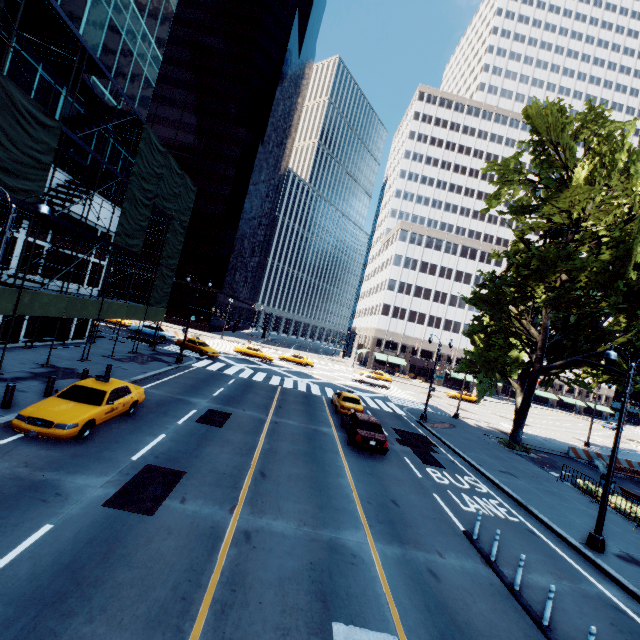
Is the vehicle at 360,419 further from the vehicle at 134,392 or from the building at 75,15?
the building at 75,15

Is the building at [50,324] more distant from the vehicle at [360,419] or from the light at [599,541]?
the light at [599,541]

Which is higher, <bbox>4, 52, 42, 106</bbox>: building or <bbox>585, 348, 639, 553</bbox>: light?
<bbox>4, 52, 42, 106</bbox>: building

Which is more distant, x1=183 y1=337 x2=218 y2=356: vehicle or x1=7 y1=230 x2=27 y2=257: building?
x1=183 y1=337 x2=218 y2=356: vehicle

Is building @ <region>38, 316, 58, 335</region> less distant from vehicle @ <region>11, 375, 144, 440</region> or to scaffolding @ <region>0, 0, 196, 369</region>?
scaffolding @ <region>0, 0, 196, 369</region>

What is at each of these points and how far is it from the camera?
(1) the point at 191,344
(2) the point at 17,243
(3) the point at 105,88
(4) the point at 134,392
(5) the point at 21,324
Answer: (1) vehicle, 34.0m
(2) building, 18.1m
(3) building, 21.6m
(4) vehicle, 13.8m
(5) building, 19.6m

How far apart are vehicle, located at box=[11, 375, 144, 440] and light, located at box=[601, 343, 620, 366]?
18.1m

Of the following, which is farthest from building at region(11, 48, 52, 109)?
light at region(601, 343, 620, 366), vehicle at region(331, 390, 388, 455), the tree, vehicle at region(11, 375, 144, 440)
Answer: light at region(601, 343, 620, 366)
